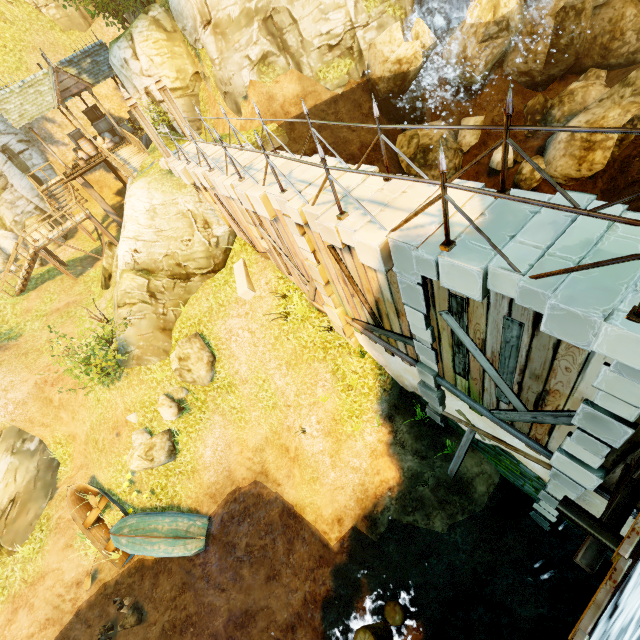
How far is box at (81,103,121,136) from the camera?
21.42m

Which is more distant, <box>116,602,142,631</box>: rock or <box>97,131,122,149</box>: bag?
<box>97,131,122,149</box>: bag

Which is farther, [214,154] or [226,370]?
[226,370]

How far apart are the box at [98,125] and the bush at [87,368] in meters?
16.5 m

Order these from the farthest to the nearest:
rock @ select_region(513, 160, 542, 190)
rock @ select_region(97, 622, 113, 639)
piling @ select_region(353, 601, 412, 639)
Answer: rock @ select_region(513, 160, 542, 190)
rock @ select_region(97, 622, 113, 639)
piling @ select_region(353, 601, 412, 639)

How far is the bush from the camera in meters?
11.6 m

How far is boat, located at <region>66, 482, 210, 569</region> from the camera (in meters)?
11.54

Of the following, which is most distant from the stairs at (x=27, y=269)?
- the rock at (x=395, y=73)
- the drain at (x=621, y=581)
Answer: the drain at (x=621, y=581)
